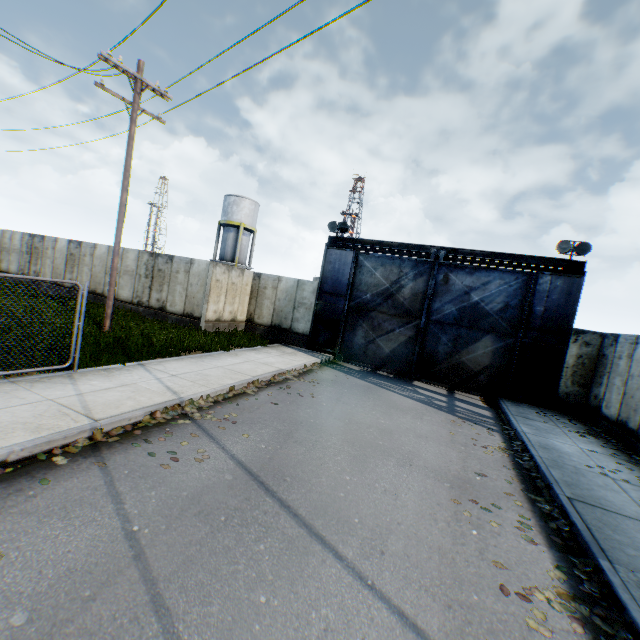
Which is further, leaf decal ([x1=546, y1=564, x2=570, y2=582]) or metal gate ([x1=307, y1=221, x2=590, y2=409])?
metal gate ([x1=307, y1=221, x2=590, y2=409])

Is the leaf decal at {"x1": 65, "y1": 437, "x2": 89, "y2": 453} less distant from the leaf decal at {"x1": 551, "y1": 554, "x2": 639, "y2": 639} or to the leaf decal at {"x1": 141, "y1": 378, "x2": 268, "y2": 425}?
the leaf decal at {"x1": 141, "y1": 378, "x2": 268, "y2": 425}

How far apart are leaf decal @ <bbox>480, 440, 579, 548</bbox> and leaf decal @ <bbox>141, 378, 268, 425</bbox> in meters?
5.4 m

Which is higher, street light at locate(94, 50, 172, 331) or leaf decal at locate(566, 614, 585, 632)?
street light at locate(94, 50, 172, 331)

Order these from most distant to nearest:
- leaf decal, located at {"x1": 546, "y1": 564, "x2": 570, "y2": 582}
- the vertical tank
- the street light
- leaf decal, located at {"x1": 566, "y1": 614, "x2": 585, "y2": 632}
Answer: the vertical tank, the street light, leaf decal, located at {"x1": 546, "y1": 564, "x2": 570, "y2": 582}, leaf decal, located at {"x1": 566, "y1": 614, "x2": 585, "y2": 632}

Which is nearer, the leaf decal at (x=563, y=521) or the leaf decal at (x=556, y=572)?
the leaf decal at (x=556, y=572)

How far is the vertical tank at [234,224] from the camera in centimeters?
3619cm

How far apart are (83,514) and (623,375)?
14.23m
